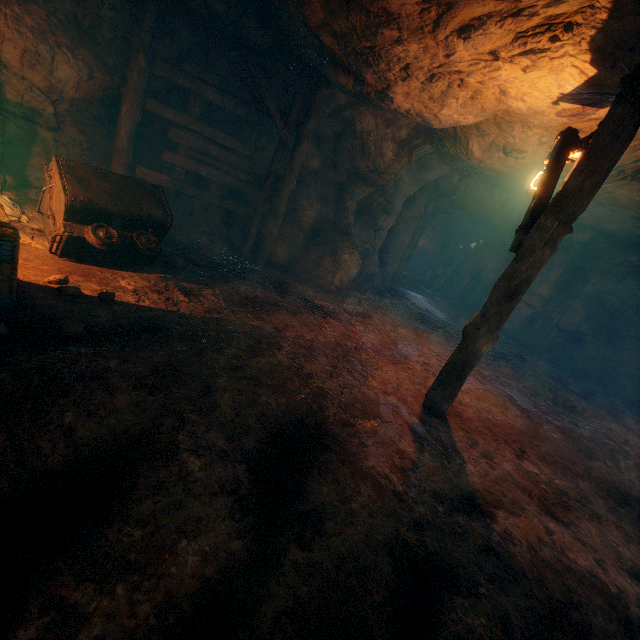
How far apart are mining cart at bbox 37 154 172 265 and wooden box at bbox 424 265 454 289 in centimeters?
1952cm

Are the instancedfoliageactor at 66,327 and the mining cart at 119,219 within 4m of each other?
yes

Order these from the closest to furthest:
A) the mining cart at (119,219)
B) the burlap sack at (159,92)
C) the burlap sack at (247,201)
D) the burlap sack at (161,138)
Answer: the mining cart at (119,219)
the burlap sack at (159,92)
the burlap sack at (161,138)
the burlap sack at (247,201)

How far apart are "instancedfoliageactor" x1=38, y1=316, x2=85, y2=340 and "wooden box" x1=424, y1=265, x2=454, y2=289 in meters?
21.4 m

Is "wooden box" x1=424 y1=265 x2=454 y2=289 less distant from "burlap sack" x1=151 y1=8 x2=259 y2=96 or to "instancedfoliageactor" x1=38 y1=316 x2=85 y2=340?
"burlap sack" x1=151 y1=8 x2=259 y2=96

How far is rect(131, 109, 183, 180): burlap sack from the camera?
7.9m

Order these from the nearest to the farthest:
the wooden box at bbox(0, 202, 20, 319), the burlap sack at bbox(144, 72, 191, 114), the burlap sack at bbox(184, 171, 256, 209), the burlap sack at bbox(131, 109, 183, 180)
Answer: the wooden box at bbox(0, 202, 20, 319) → the burlap sack at bbox(144, 72, 191, 114) → the burlap sack at bbox(131, 109, 183, 180) → the burlap sack at bbox(184, 171, 256, 209)

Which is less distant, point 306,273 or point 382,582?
point 382,582
